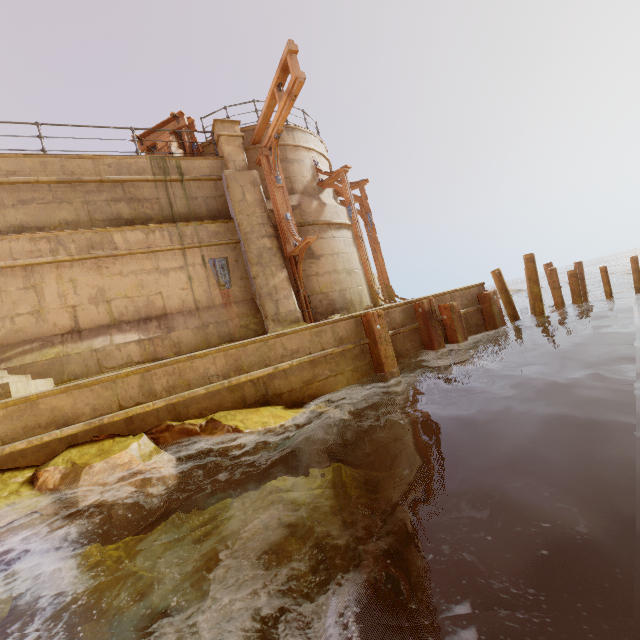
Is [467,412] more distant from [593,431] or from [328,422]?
[328,422]

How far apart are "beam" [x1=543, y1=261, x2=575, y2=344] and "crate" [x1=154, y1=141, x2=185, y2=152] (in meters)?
11.83

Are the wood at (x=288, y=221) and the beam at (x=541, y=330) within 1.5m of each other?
no

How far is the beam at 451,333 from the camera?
8.7 meters

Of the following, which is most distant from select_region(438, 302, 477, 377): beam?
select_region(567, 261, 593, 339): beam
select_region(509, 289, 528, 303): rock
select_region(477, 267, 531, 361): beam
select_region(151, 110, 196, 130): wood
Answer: select_region(509, 289, 528, 303): rock

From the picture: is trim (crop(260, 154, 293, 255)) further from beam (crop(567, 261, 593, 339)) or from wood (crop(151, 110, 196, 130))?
beam (crop(567, 261, 593, 339))

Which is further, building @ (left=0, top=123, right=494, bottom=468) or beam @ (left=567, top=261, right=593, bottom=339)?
beam @ (left=567, top=261, right=593, bottom=339)

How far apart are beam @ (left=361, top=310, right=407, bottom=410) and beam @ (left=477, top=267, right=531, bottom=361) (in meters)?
3.87
